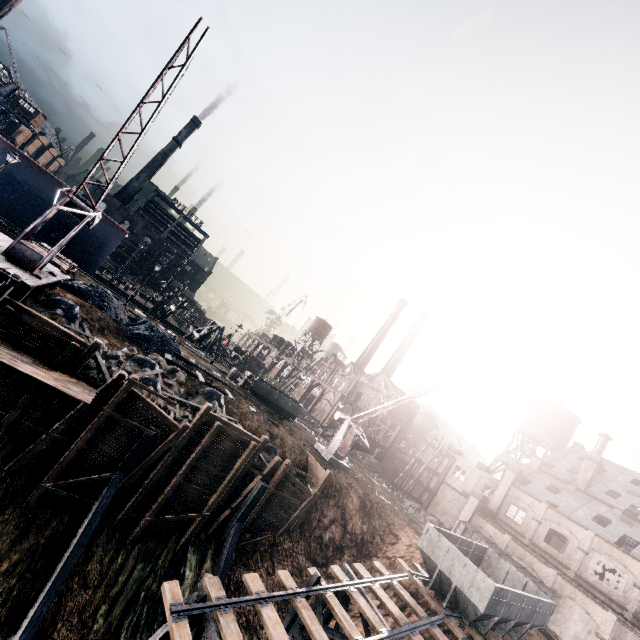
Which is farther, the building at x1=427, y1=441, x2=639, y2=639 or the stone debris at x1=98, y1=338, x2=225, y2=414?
the building at x1=427, y1=441, x2=639, y2=639

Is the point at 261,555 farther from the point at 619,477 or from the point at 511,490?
the point at 619,477

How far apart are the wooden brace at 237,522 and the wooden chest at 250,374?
15.0 meters

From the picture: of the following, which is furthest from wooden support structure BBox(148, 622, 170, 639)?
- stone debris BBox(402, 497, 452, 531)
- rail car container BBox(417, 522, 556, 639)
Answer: stone debris BBox(402, 497, 452, 531)

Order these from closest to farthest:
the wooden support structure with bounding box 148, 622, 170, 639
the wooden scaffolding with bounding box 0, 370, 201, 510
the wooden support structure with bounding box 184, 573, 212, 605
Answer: the wooden support structure with bounding box 148, 622, 170, 639
the wooden support structure with bounding box 184, 573, 212, 605
the wooden scaffolding with bounding box 0, 370, 201, 510

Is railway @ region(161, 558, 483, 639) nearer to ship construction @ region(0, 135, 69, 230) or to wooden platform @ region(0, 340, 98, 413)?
wooden platform @ region(0, 340, 98, 413)

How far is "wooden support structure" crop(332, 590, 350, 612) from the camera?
17.3m

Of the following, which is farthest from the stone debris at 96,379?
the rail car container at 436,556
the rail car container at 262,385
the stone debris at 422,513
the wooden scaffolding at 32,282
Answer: the stone debris at 422,513
